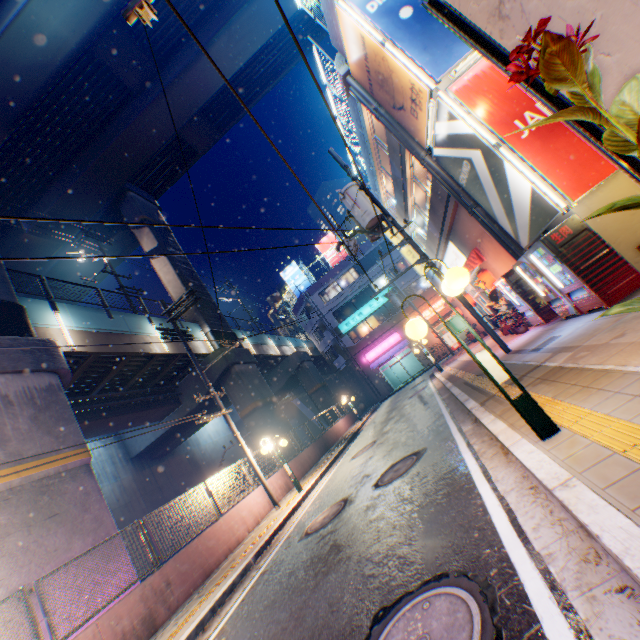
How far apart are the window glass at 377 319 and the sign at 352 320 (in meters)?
0.46

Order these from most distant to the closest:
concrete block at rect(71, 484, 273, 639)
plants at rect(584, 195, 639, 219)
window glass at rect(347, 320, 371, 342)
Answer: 1. window glass at rect(347, 320, 371, 342)
2. concrete block at rect(71, 484, 273, 639)
3. plants at rect(584, 195, 639, 219)

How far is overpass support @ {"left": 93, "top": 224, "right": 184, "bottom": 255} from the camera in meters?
24.1

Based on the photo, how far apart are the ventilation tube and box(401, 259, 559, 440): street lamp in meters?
11.5

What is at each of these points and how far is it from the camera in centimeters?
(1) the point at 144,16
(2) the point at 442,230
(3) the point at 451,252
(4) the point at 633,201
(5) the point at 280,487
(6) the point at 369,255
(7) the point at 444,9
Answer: (1) electric pole, 279cm
(2) building, 1566cm
(3) sign, 1755cm
(4) plants, 174cm
(5) concrete block, 1381cm
(6) building, 3853cm
(7) sign frame, 337cm

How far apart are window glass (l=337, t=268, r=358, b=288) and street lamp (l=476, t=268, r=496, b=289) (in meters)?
25.27

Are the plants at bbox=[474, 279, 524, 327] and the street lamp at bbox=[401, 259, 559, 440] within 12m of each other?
yes

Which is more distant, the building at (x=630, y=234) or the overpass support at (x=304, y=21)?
the overpass support at (x=304, y=21)
